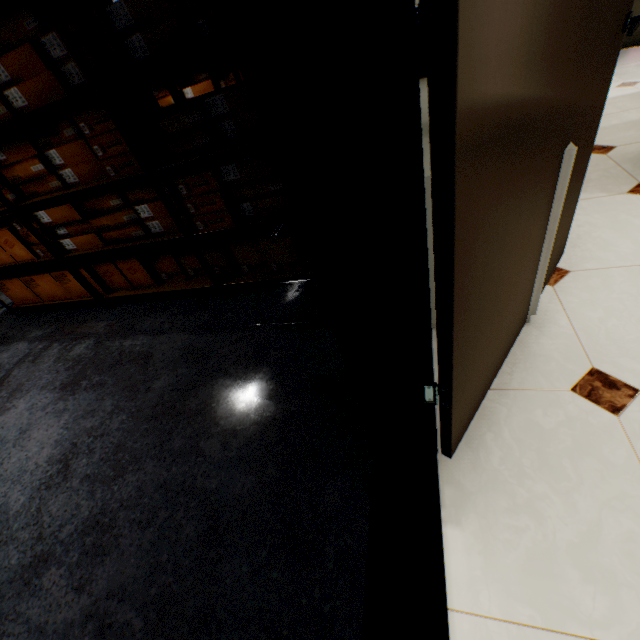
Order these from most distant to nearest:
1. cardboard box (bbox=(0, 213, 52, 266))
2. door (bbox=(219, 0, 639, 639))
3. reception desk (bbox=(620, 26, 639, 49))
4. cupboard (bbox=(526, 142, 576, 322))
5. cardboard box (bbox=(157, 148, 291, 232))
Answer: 1. reception desk (bbox=(620, 26, 639, 49))
2. cardboard box (bbox=(0, 213, 52, 266))
3. cardboard box (bbox=(157, 148, 291, 232))
4. cupboard (bbox=(526, 142, 576, 322))
5. door (bbox=(219, 0, 639, 639))

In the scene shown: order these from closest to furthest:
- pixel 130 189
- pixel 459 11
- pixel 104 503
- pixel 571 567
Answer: pixel 459 11 < pixel 571 567 < pixel 104 503 < pixel 130 189

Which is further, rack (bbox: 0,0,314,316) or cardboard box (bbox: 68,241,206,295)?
cardboard box (bbox: 68,241,206,295)

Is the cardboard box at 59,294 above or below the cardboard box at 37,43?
→ below

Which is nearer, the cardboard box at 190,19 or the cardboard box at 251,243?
the cardboard box at 190,19

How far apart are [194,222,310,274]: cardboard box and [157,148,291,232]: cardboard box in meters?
0.1 m

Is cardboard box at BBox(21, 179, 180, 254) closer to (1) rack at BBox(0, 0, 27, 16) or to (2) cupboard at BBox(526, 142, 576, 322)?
(1) rack at BBox(0, 0, 27, 16)
